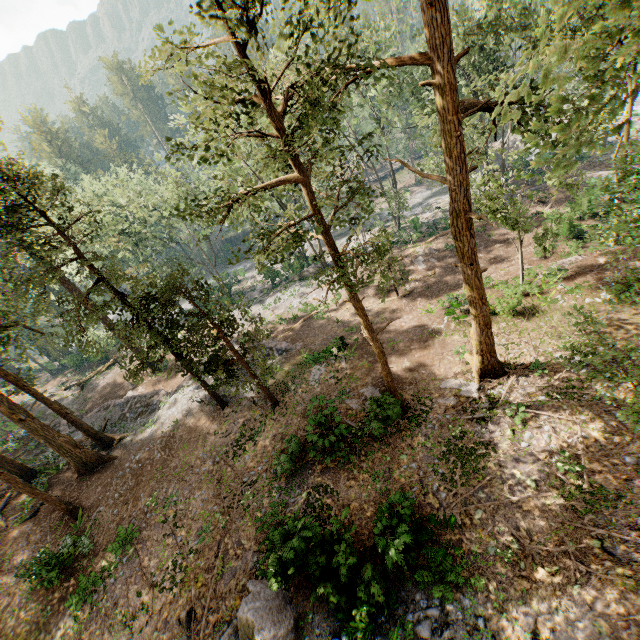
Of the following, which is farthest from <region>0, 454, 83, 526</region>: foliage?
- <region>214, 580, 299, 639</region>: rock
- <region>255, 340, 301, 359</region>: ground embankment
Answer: <region>214, 580, 299, 639</region>: rock

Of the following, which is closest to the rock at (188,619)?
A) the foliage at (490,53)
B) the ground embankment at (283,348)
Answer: the foliage at (490,53)

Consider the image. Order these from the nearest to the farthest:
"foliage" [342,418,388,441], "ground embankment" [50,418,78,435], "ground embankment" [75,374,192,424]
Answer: "foliage" [342,418,388,441], "ground embankment" [75,374,192,424], "ground embankment" [50,418,78,435]

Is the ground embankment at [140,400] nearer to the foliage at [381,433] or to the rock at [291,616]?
the foliage at [381,433]

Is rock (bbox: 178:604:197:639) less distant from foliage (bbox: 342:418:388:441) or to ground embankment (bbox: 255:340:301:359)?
foliage (bbox: 342:418:388:441)

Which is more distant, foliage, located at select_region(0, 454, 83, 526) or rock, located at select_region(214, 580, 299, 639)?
foliage, located at select_region(0, 454, 83, 526)

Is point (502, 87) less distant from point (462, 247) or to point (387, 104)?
point (387, 104)
